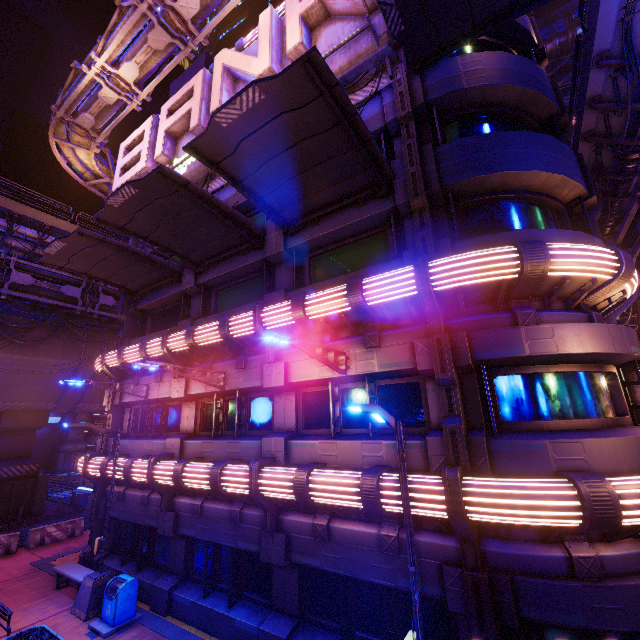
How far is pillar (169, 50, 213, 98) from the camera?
22.27m

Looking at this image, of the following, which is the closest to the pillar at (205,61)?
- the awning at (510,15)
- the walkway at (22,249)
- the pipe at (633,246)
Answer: the walkway at (22,249)

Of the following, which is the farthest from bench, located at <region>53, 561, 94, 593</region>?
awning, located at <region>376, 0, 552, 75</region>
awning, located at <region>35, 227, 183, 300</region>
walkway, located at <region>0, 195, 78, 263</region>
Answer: awning, located at <region>376, 0, 552, 75</region>

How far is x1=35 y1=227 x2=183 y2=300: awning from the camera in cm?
1205

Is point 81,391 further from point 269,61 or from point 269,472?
point 269,61

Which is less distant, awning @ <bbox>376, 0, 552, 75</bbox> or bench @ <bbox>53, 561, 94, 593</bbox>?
awning @ <bbox>376, 0, 552, 75</bbox>

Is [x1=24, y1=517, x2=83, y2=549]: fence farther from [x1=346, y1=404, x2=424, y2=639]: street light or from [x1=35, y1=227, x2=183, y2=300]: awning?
[x1=346, y1=404, x2=424, y2=639]: street light

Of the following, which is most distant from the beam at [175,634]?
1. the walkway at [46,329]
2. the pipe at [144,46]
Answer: the pipe at [144,46]
